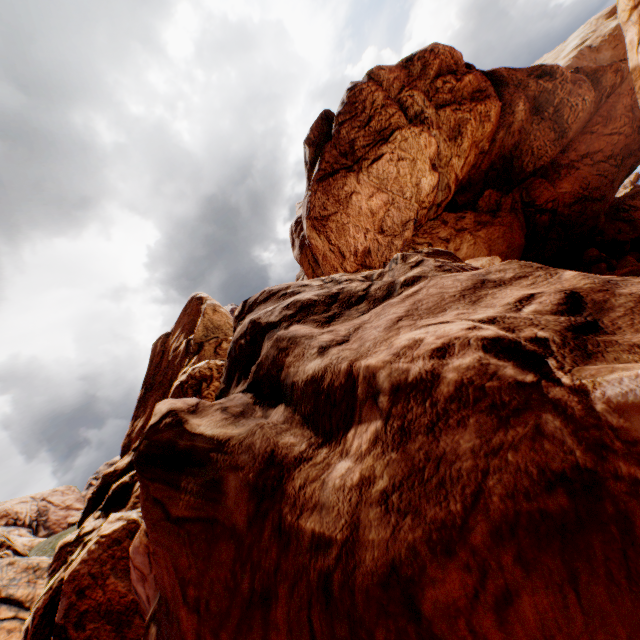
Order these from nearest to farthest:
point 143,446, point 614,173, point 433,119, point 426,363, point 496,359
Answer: point 496,359 → point 426,363 → point 143,446 → point 433,119 → point 614,173
